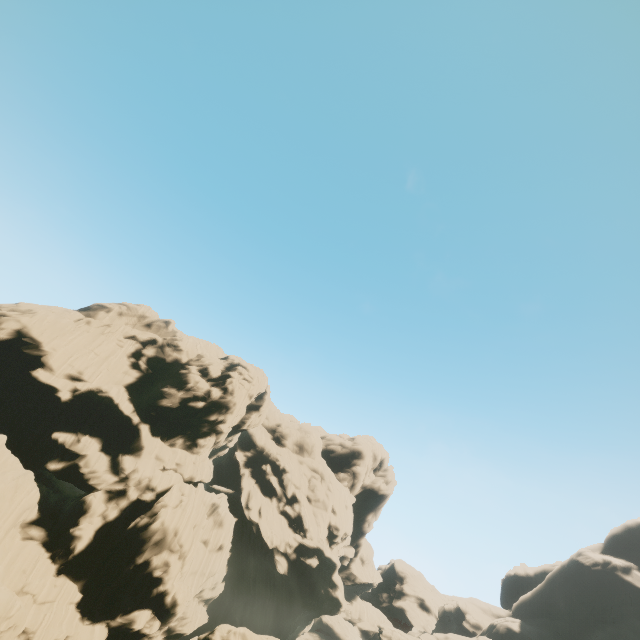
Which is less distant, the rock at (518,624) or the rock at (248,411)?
the rock at (248,411)

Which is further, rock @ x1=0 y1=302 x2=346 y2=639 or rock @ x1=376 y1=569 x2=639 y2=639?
rock @ x1=376 y1=569 x2=639 y2=639

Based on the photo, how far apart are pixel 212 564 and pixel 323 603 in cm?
1860
